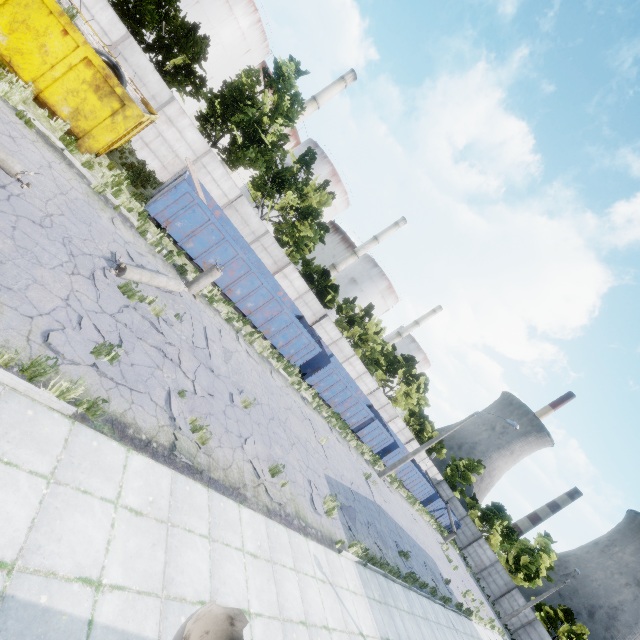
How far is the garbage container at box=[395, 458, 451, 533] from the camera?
31.0 meters

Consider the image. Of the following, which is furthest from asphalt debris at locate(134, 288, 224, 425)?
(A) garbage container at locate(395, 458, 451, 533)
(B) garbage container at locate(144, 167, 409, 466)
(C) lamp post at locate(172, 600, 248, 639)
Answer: (A) garbage container at locate(395, 458, 451, 533)

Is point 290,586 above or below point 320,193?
below

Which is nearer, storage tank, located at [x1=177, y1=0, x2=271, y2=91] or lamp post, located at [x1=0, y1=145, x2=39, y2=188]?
lamp post, located at [x1=0, y1=145, x2=39, y2=188]

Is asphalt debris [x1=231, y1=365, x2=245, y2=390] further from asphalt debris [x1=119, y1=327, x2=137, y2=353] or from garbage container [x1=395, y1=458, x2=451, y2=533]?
garbage container [x1=395, y1=458, x2=451, y2=533]

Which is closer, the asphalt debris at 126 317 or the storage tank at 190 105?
the asphalt debris at 126 317

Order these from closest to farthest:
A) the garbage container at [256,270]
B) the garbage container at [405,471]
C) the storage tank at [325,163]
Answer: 1. the garbage container at [256,270]
2. the garbage container at [405,471]
3. the storage tank at [325,163]

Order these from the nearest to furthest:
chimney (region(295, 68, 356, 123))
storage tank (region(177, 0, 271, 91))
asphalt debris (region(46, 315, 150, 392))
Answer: asphalt debris (region(46, 315, 150, 392)), storage tank (region(177, 0, 271, 91)), chimney (region(295, 68, 356, 123))
